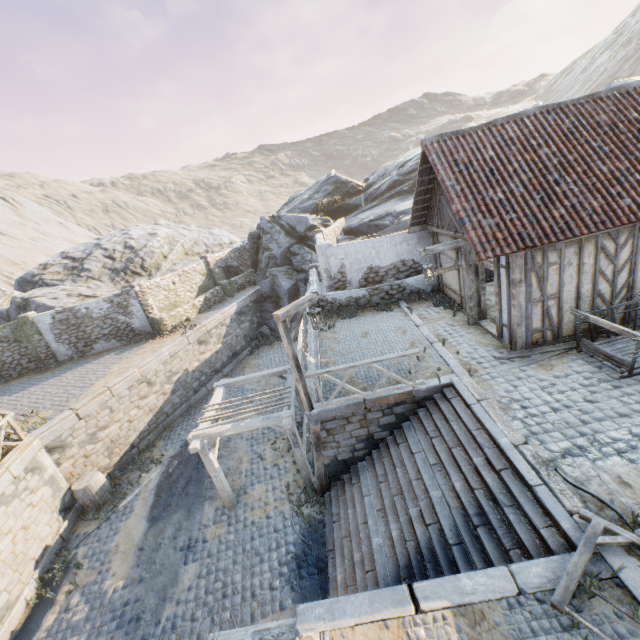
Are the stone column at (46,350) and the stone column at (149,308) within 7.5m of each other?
yes

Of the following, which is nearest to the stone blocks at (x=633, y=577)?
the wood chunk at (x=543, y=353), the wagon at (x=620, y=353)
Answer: the wood chunk at (x=543, y=353)

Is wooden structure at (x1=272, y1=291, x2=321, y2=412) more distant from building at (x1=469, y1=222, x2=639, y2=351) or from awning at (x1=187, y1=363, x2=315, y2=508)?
building at (x1=469, y1=222, x2=639, y2=351)

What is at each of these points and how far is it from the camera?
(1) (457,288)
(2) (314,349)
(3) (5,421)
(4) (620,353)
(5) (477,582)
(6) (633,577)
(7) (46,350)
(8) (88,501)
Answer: (1) building, 12.04m
(2) stone gutter, 12.23m
(3) wooden fence, 10.49m
(4) wagon, 7.75m
(5) stone blocks, 4.45m
(6) stone blocks, 4.05m
(7) stone column, 18.28m
(8) barrel, 11.76m

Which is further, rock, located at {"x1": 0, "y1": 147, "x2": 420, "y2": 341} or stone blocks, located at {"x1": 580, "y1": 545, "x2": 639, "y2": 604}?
rock, located at {"x1": 0, "y1": 147, "x2": 420, "y2": 341}

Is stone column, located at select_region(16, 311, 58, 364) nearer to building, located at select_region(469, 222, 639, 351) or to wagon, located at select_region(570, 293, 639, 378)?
building, located at select_region(469, 222, 639, 351)

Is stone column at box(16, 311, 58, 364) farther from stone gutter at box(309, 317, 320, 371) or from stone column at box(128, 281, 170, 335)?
stone gutter at box(309, 317, 320, 371)

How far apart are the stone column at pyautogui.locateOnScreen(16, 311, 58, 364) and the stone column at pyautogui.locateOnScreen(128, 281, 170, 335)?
5.1 meters
